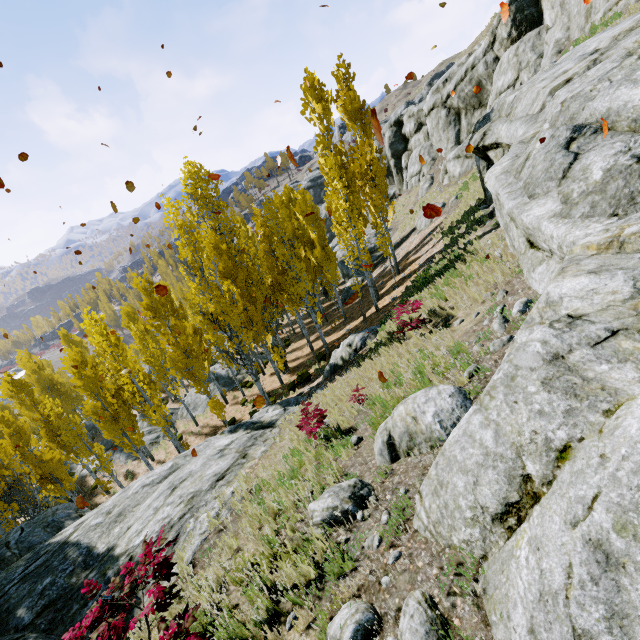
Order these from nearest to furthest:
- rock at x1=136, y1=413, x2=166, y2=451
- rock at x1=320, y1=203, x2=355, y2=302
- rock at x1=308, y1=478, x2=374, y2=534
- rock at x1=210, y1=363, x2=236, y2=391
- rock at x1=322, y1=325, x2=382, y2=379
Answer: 1. rock at x1=308, y1=478, x2=374, y2=534
2. rock at x1=322, y1=325, x2=382, y2=379
3. rock at x1=136, y1=413, x2=166, y2=451
4. rock at x1=210, y1=363, x2=236, y2=391
5. rock at x1=320, y1=203, x2=355, y2=302

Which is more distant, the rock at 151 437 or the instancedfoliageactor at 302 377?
the rock at 151 437

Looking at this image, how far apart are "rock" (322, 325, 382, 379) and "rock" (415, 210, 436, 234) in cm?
1414

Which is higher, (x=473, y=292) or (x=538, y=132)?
(x=538, y=132)

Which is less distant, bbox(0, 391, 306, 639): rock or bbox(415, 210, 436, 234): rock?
bbox(0, 391, 306, 639): rock

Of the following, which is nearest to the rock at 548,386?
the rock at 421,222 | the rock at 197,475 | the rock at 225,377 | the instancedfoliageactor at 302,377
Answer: the rock at 197,475

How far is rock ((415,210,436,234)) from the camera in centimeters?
2572cm

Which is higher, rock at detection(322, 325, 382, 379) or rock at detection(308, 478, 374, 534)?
rock at detection(308, 478, 374, 534)
